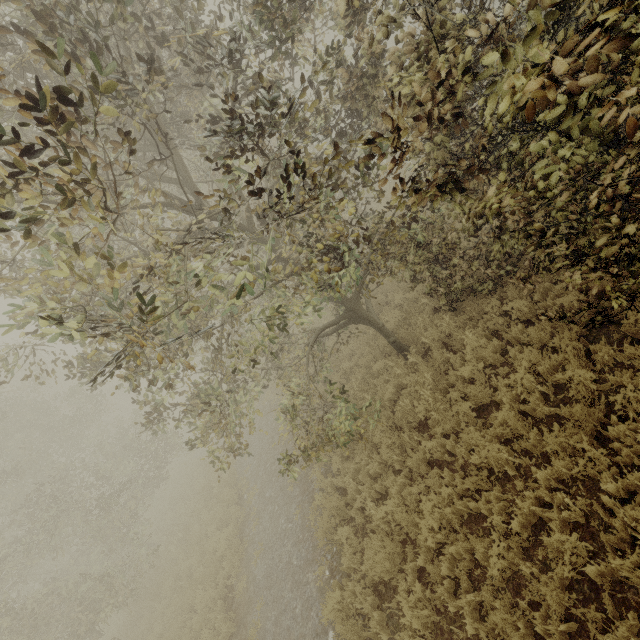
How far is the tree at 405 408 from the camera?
7.28m

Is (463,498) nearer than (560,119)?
No

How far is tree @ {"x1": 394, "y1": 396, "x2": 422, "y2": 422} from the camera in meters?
7.3 m

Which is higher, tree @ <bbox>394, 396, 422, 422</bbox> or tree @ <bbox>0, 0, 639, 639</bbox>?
tree @ <bbox>0, 0, 639, 639</bbox>

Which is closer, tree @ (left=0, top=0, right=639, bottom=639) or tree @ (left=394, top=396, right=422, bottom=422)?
tree @ (left=0, top=0, right=639, bottom=639)

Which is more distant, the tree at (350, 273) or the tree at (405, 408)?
the tree at (405, 408)
